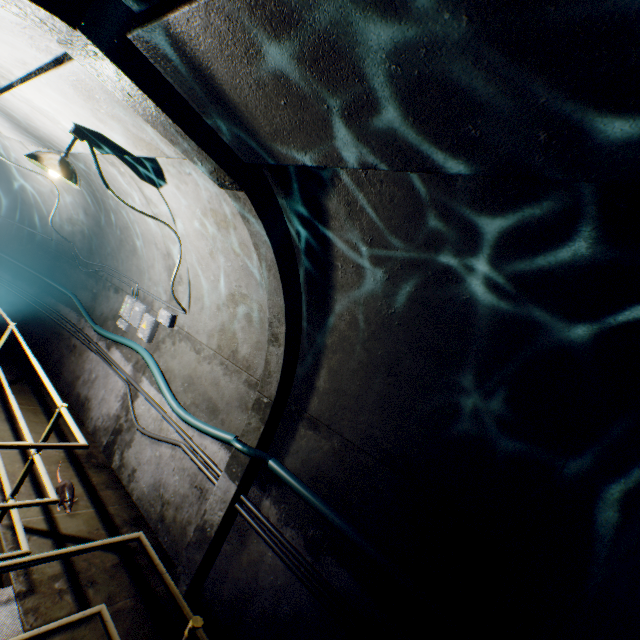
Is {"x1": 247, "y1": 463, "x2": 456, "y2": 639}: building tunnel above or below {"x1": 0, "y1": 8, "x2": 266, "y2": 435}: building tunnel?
below

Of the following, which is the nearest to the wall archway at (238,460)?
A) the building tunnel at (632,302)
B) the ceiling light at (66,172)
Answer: the building tunnel at (632,302)

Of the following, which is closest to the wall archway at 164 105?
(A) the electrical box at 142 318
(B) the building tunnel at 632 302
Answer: (B) the building tunnel at 632 302

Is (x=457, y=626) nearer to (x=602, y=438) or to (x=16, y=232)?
(x=602, y=438)

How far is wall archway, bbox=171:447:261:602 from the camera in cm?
323

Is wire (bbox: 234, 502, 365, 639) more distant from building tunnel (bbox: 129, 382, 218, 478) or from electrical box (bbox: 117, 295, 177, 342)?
electrical box (bbox: 117, 295, 177, 342)

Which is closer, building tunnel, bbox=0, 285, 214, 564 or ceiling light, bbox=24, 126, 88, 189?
ceiling light, bbox=24, 126, 88, 189

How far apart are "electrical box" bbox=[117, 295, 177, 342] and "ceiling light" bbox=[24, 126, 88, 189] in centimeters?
217cm
